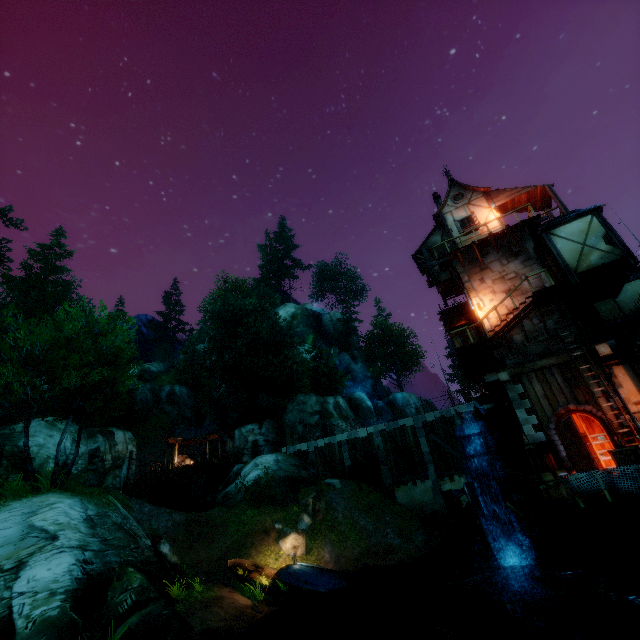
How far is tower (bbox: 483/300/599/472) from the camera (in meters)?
14.20

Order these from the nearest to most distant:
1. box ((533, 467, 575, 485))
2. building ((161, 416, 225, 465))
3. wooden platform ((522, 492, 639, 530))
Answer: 1. wooden platform ((522, 492, 639, 530))
2. box ((533, 467, 575, 485))
3. building ((161, 416, 225, 465))

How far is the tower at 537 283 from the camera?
16.65m

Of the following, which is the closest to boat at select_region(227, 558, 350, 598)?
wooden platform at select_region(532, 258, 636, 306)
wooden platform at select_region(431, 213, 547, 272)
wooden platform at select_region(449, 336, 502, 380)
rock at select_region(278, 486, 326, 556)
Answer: rock at select_region(278, 486, 326, 556)

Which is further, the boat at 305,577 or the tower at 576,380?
the boat at 305,577

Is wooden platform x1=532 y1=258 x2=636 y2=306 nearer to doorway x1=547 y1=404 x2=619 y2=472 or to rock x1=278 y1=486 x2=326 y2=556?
doorway x1=547 y1=404 x2=619 y2=472

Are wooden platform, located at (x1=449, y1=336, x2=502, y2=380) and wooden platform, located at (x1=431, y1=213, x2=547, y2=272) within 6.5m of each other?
yes

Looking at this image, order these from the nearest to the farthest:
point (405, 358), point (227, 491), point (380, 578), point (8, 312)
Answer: point (380, 578)
point (227, 491)
point (8, 312)
point (405, 358)
